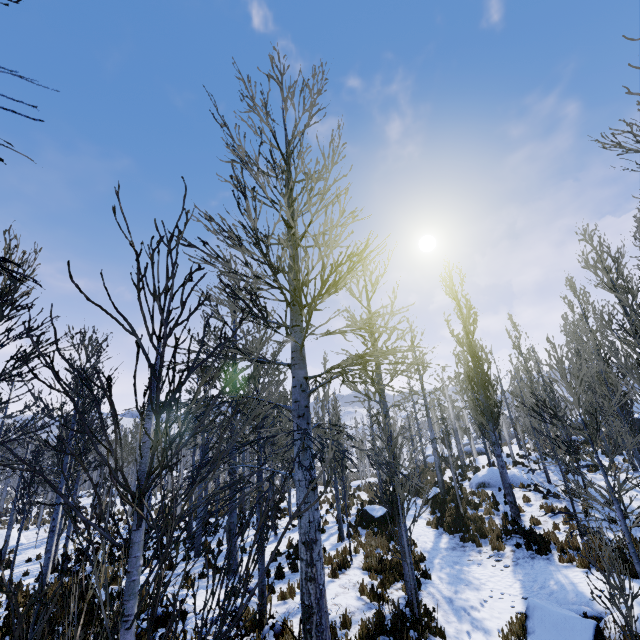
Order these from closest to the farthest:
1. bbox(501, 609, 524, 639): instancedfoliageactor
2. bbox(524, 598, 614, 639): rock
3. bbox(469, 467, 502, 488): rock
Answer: bbox(524, 598, 614, 639): rock → bbox(501, 609, 524, 639): instancedfoliageactor → bbox(469, 467, 502, 488): rock

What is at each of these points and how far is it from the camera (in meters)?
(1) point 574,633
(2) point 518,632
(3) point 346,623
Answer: (1) rock, 6.20
(2) instancedfoliageactor, 7.14
(3) instancedfoliageactor, 6.50

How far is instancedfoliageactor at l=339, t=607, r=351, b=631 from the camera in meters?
6.4 m

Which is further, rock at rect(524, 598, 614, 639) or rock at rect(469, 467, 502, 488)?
rock at rect(469, 467, 502, 488)

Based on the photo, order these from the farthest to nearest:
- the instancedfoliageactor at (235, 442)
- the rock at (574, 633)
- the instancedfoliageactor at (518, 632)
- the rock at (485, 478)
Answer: the rock at (485, 478)
the instancedfoliageactor at (518, 632)
the rock at (574, 633)
the instancedfoliageactor at (235, 442)

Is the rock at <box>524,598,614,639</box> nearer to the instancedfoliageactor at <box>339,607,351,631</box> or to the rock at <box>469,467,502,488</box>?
the instancedfoliageactor at <box>339,607,351,631</box>

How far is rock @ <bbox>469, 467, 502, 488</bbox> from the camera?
19.0m

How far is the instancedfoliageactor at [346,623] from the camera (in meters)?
6.41
